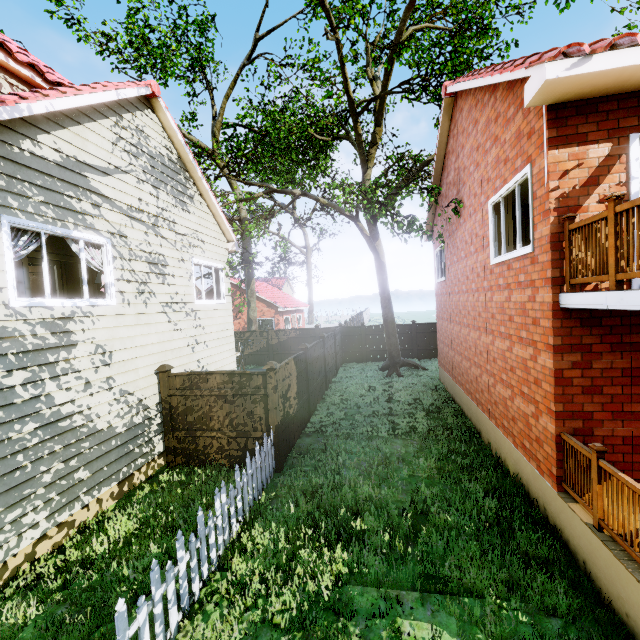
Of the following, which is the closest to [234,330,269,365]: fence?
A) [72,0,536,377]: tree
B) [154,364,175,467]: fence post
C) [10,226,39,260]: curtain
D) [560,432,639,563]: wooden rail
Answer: [154,364,175,467]: fence post

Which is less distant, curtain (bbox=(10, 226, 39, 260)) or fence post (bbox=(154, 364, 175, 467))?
curtain (bbox=(10, 226, 39, 260))

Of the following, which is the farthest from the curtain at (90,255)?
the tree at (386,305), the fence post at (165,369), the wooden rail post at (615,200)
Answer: the wooden rail post at (615,200)

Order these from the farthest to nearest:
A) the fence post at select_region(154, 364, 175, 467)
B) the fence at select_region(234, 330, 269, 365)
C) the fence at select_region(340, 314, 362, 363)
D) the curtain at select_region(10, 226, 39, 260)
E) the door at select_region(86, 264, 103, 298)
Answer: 1. the fence at select_region(234, 330, 269, 365)
2. the fence at select_region(340, 314, 362, 363)
3. the door at select_region(86, 264, 103, 298)
4. the fence post at select_region(154, 364, 175, 467)
5. the curtain at select_region(10, 226, 39, 260)

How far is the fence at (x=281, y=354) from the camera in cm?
811

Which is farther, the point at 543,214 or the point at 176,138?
the point at 176,138

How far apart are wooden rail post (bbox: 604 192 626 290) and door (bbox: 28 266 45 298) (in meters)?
12.87

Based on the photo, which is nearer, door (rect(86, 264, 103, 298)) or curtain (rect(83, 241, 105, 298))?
curtain (rect(83, 241, 105, 298))
